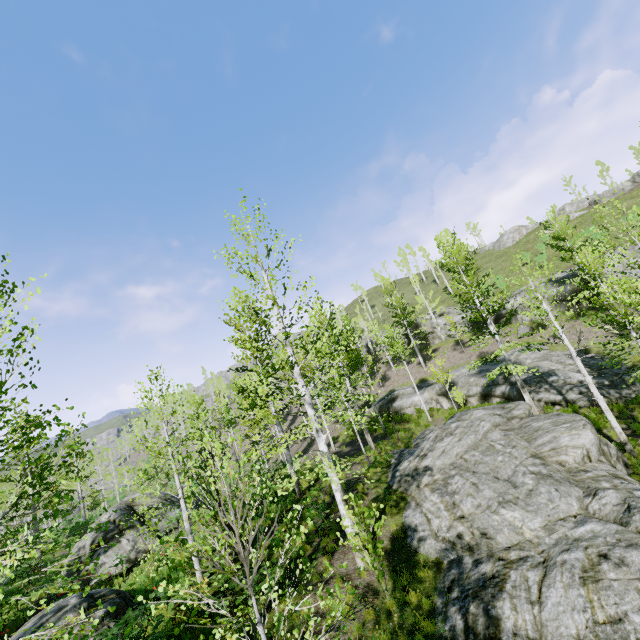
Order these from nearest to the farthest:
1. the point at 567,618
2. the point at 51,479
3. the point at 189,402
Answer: the point at 567,618 → the point at 189,402 → the point at 51,479

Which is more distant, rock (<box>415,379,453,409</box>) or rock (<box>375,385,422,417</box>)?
rock (<box>375,385,422,417</box>)

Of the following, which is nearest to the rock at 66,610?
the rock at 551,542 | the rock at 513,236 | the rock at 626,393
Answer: the rock at 551,542

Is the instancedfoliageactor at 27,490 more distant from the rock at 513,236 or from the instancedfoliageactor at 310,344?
the rock at 513,236

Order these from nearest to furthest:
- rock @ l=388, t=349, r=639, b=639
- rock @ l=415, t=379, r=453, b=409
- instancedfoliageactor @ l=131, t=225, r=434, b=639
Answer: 1. instancedfoliageactor @ l=131, t=225, r=434, b=639
2. rock @ l=388, t=349, r=639, b=639
3. rock @ l=415, t=379, r=453, b=409

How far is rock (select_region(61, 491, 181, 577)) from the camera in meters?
14.5 m

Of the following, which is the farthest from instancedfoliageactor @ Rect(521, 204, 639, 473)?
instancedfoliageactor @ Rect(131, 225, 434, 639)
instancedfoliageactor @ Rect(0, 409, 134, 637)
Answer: instancedfoliageactor @ Rect(131, 225, 434, 639)

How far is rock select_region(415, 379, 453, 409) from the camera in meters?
26.5
